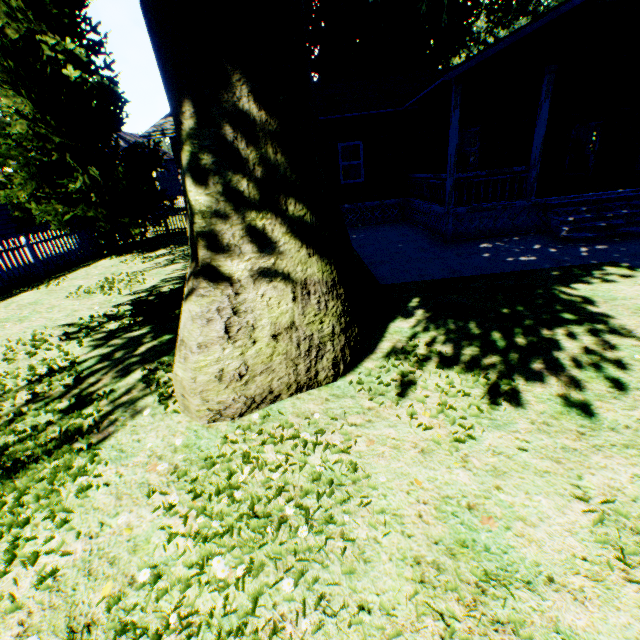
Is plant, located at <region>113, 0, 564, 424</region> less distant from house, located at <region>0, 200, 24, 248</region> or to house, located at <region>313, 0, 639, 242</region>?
house, located at <region>313, 0, 639, 242</region>

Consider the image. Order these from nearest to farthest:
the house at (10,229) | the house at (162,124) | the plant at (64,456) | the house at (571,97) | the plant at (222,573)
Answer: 1. the plant at (222,573)
2. the plant at (64,456)
3. the house at (571,97)
4. the house at (162,124)
5. the house at (10,229)

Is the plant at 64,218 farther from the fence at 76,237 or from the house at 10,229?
the house at 10,229

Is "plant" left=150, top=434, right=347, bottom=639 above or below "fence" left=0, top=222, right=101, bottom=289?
below

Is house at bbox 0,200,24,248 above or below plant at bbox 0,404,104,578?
above

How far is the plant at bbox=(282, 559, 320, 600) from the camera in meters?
2.1

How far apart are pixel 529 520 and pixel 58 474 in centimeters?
433cm
